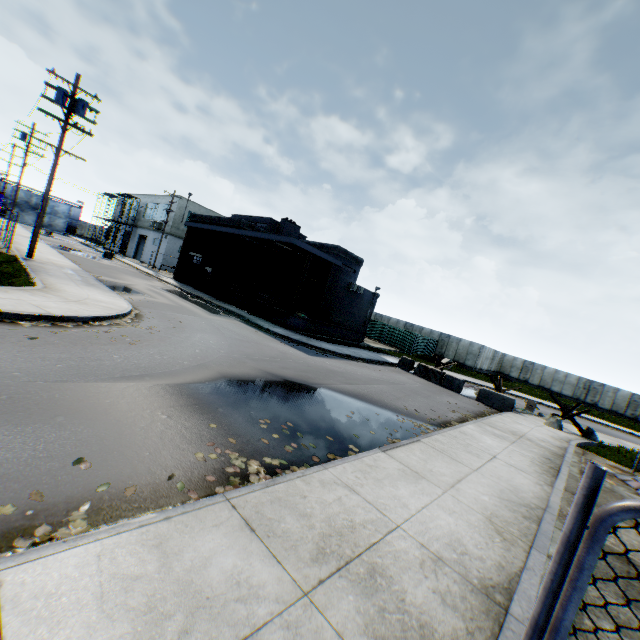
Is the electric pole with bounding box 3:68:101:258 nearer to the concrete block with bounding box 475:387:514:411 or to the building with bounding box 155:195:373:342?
the building with bounding box 155:195:373:342

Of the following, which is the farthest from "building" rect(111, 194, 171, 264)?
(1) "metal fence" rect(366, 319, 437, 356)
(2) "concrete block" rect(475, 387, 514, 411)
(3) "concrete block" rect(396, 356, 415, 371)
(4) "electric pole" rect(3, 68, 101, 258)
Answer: (2) "concrete block" rect(475, 387, 514, 411)

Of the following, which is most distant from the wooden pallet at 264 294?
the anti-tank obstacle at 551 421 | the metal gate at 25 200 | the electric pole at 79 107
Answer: the metal gate at 25 200

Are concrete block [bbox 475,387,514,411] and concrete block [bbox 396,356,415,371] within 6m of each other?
yes

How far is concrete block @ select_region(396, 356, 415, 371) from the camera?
21.6m

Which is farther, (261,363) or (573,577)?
(261,363)

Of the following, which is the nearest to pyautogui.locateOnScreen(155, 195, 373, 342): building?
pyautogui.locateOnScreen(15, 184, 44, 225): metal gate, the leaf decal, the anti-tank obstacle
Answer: the anti-tank obstacle

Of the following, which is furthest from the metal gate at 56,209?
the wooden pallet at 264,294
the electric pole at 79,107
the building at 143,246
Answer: the wooden pallet at 264,294
